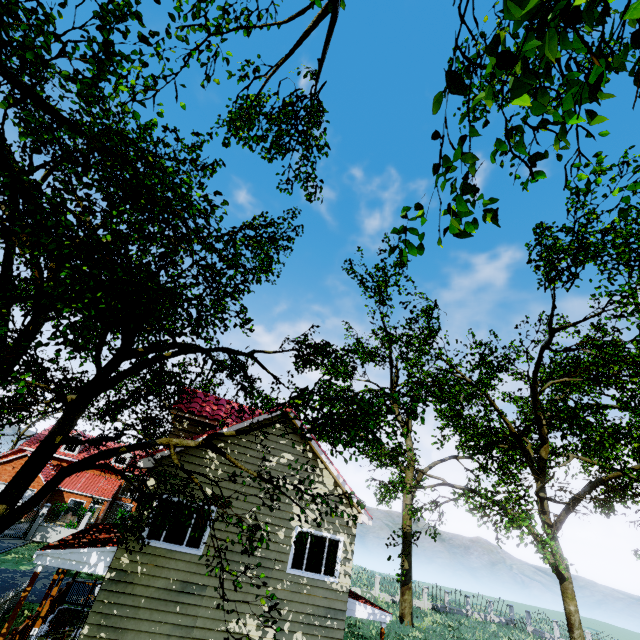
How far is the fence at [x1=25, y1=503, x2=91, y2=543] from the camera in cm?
2647

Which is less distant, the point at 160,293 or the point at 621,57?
the point at 621,57

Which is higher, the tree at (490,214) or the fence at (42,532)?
the tree at (490,214)

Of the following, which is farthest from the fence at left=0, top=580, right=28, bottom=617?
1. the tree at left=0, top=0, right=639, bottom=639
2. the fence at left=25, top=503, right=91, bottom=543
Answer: the fence at left=25, top=503, right=91, bottom=543

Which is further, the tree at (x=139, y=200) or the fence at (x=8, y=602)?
the fence at (x=8, y=602)

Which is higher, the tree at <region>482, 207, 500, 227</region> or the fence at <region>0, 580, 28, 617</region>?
the tree at <region>482, 207, 500, 227</region>
